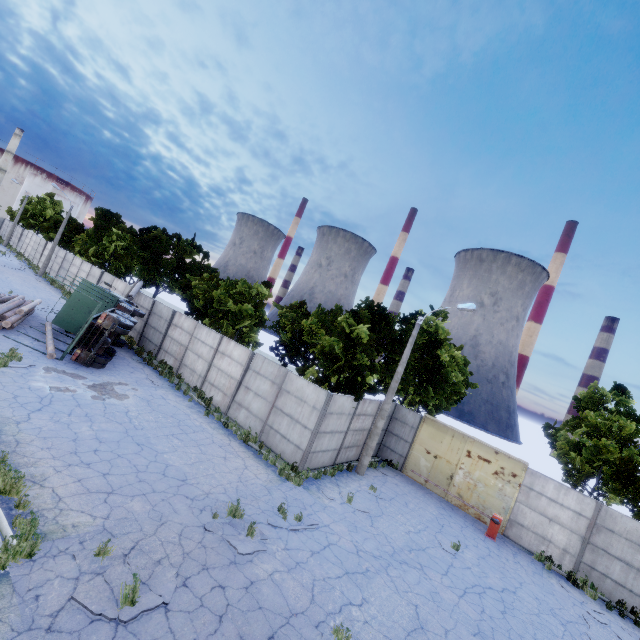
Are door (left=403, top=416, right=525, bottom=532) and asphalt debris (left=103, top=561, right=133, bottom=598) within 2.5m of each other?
no

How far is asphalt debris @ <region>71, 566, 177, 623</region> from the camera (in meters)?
5.57

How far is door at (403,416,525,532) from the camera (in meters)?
17.02

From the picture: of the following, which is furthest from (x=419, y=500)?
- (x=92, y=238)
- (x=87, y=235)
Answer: (x=92, y=238)

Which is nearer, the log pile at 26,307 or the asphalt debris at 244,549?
the asphalt debris at 244,549

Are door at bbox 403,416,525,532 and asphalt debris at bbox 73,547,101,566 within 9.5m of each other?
no

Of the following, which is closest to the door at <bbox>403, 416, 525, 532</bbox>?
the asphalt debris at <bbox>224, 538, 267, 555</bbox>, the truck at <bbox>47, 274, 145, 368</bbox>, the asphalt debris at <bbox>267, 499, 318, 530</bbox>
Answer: the asphalt debris at <bbox>267, 499, 318, 530</bbox>

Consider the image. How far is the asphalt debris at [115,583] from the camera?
6.1 meters
